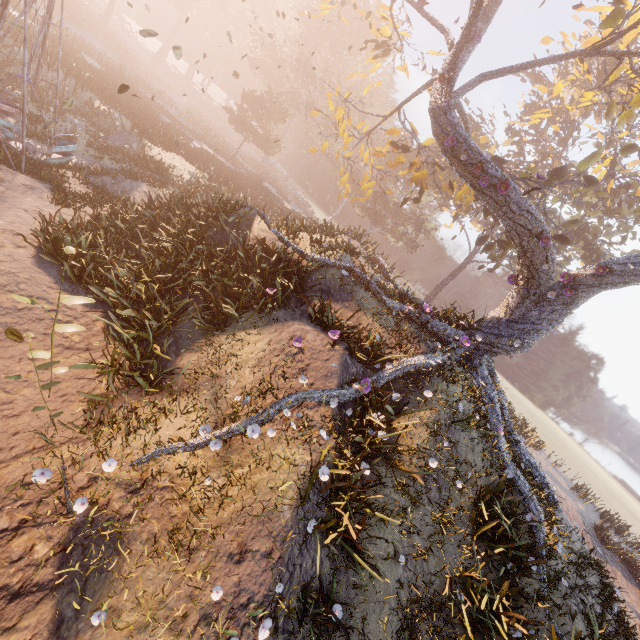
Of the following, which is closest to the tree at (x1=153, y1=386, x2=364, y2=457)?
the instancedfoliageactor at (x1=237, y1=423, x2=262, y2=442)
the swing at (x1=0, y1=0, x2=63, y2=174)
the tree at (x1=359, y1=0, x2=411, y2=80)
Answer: the instancedfoliageactor at (x1=237, y1=423, x2=262, y2=442)

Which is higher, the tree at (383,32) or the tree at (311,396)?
the tree at (383,32)

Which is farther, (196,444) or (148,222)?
(148,222)

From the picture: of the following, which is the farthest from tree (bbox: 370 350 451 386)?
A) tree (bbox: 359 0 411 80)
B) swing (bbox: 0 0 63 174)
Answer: swing (bbox: 0 0 63 174)

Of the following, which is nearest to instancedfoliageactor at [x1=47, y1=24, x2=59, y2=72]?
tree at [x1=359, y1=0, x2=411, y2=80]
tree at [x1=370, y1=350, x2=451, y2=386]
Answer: tree at [x1=359, y1=0, x2=411, y2=80]

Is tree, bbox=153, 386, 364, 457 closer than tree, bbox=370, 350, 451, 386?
Yes

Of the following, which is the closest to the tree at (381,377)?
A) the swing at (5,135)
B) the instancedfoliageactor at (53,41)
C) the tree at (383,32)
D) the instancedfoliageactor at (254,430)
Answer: the instancedfoliageactor at (254,430)

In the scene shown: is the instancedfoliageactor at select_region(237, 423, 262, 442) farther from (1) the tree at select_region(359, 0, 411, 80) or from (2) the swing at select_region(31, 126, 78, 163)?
(1) the tree at select_region(359, 0, 411, 80)
